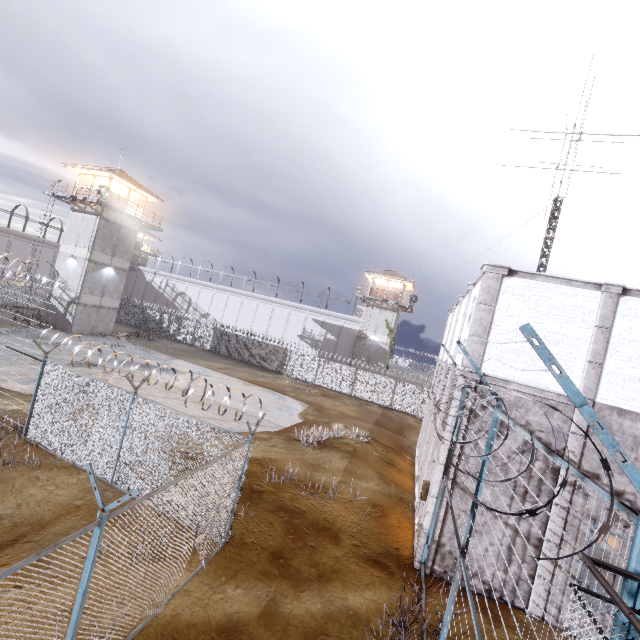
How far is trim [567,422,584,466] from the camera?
8.7 meters

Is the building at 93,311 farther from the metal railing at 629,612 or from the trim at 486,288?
the metal railing at 629,612

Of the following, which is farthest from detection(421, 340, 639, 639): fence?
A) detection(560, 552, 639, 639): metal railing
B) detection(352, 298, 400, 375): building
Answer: detection(352, 298, 400, 375): building

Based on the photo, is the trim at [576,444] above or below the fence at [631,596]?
below

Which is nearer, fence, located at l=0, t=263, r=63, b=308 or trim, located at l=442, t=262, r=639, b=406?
trim, located at l=442, t=262, r=639, b=406

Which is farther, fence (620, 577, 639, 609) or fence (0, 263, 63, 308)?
fence (0, 263, 63, 308)

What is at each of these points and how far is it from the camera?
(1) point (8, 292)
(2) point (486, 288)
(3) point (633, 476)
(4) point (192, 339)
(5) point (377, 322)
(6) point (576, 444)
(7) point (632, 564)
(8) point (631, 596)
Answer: (1) fence, 33.8 meters
(2) trim, 9.7 meters
(3) fence, 2.0 meters
(4) fence, 38.3 meters
(5) building, 39.3 meters
(6) trim, 8.7 meters
(7) fence, 2.0 meters
(8) fence, 2.0 meters
